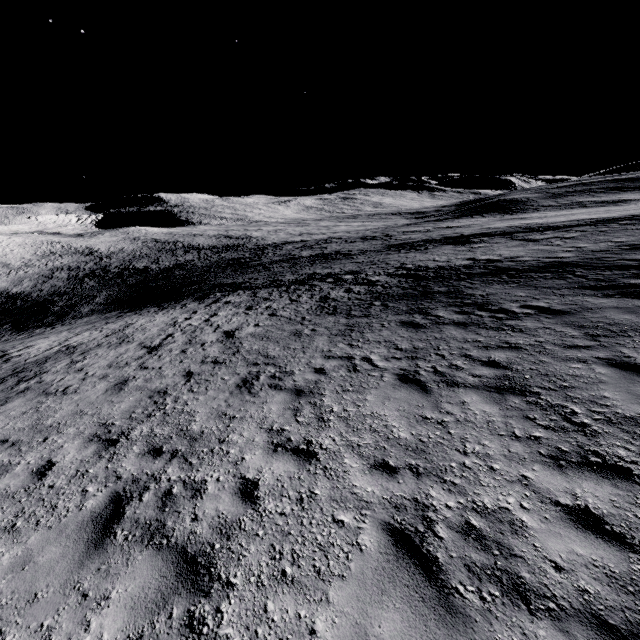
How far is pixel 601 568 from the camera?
3.0 meters
